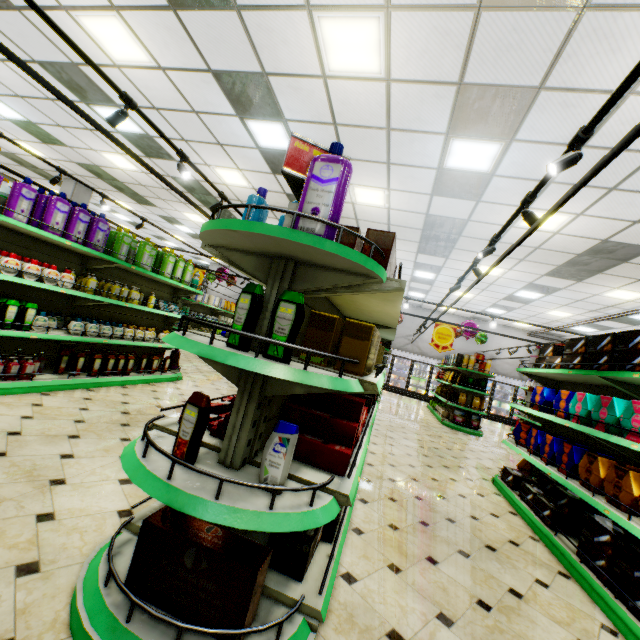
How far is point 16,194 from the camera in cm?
354

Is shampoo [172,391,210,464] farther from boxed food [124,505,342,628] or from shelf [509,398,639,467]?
shelf [509,398,639,467]

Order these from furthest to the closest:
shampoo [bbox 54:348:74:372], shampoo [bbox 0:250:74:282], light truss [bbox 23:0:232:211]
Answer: shampoo [bbox 54:348:74:372] < shampoo [bbox 0:250:74:282] < light truss [bbox 23:0:232:211]

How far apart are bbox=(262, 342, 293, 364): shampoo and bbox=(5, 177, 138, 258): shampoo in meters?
3.9

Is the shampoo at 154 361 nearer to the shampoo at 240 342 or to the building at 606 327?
the building at 606 327

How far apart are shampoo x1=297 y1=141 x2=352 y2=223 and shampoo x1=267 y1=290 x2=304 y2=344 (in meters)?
0.32

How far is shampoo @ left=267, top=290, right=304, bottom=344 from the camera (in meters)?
1.48

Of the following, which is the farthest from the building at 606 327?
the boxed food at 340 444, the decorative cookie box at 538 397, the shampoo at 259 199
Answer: the shampoo at 259 199
